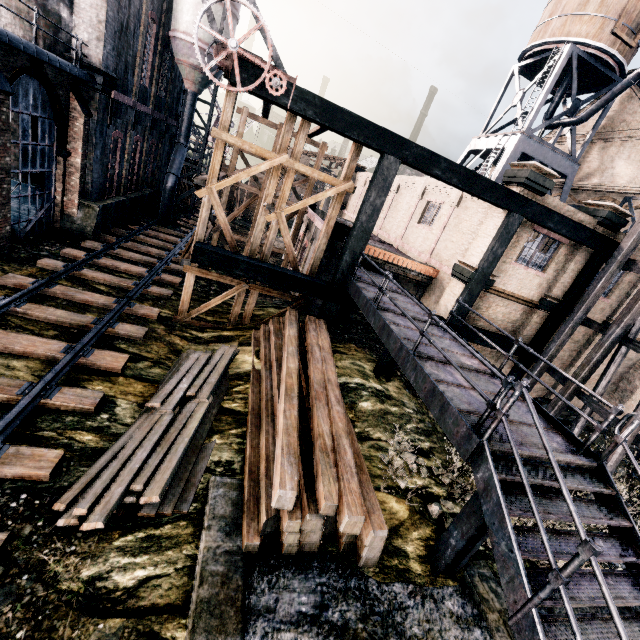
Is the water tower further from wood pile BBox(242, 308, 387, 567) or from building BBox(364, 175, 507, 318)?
wood pile BBox(242, 308, 387, 567)

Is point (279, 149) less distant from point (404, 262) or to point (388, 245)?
point (404, 262)

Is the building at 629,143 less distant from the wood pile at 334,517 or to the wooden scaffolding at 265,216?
the wooden scaffolding at 265,216

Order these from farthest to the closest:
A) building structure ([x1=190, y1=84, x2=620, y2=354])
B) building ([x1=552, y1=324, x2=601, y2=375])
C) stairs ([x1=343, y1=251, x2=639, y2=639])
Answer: building ([x1=552, y1=324, x2=601, y2=375])
building structure ([x1=190, y1=84, x2=620, y2=354])
stairs ([x1=343, y1=251, x2=639, y2=639])

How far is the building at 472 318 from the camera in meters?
16.2

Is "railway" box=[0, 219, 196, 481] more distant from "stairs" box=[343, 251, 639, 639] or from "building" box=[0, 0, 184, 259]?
"stairs" box=[343, 251, 639, 639]

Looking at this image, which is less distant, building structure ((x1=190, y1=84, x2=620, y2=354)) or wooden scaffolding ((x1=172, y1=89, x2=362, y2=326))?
building structure ((x1=190, y1=84, x2=620, y2=354))

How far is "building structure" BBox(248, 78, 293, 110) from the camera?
10.14m
